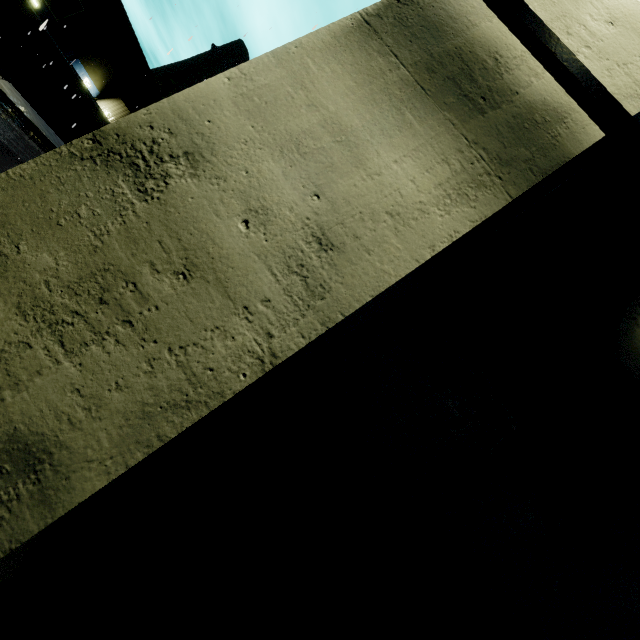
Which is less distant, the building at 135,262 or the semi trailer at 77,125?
the building at 135,262

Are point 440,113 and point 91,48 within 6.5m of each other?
no

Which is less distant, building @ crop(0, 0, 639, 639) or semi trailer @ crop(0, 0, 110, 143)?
building @ crop(0, 0, 639, 639)
